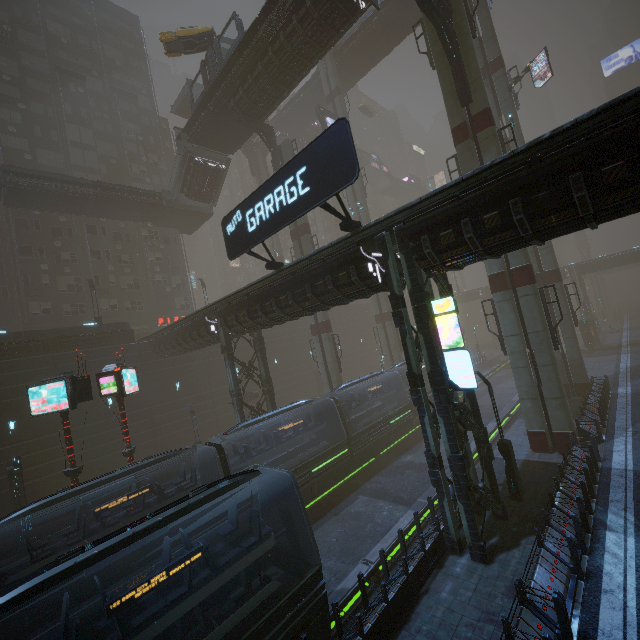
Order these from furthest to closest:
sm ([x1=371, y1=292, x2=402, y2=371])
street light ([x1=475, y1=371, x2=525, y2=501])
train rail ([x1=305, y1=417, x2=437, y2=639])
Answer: sm ([x1=371, y1=292, x2=402, y2=371]), street light ([x1=475, y1=371, x2=525, y2=501]), train rail ([x1=305, y1=417, x2=437, y2=639])

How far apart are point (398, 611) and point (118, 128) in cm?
5498

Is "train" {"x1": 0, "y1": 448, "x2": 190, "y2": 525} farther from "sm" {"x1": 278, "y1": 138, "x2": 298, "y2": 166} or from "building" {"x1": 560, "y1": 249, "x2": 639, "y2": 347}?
"sm" {"x1": 278, "y1": 138, "x2": 298, "y2": 166}

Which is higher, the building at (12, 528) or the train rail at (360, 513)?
the building at (12, 528)

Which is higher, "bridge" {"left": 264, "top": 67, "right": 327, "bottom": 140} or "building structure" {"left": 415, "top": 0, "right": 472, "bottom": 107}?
"bridge" {"left": 264, "top": 67, "right": 327, "bottom": 140}

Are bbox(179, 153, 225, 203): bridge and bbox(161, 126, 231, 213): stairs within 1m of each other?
yes

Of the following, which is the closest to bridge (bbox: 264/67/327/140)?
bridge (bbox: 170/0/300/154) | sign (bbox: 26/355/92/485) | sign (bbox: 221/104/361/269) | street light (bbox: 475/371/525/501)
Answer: bridge (bbox: 170/0/300/154)

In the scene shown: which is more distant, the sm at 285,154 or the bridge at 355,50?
the bridge at 355,50
